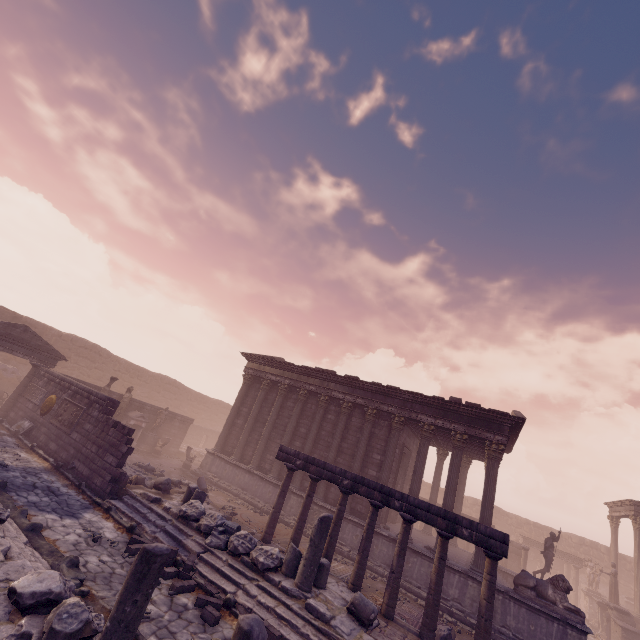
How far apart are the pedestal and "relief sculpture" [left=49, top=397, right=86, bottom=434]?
7.1m

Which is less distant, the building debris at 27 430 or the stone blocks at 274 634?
the stone blocks at 274 634

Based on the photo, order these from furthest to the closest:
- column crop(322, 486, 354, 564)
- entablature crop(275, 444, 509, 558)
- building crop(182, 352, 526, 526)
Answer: building crop(182, 352, 526, 526)
column crop(322, 486, 354, 564)
entablature crop(275, 444, 509, 558)

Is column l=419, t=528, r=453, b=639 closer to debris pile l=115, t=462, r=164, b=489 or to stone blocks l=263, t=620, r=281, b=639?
stone blocks l=263, t=620, r=281, b=639

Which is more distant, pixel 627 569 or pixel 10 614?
pixel 627 569

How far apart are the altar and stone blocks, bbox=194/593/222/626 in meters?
14.9

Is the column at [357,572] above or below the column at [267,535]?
above

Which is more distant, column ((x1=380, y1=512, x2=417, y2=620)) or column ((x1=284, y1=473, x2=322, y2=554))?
column ((x1=284, y1=473, x2=322, y2=554))
